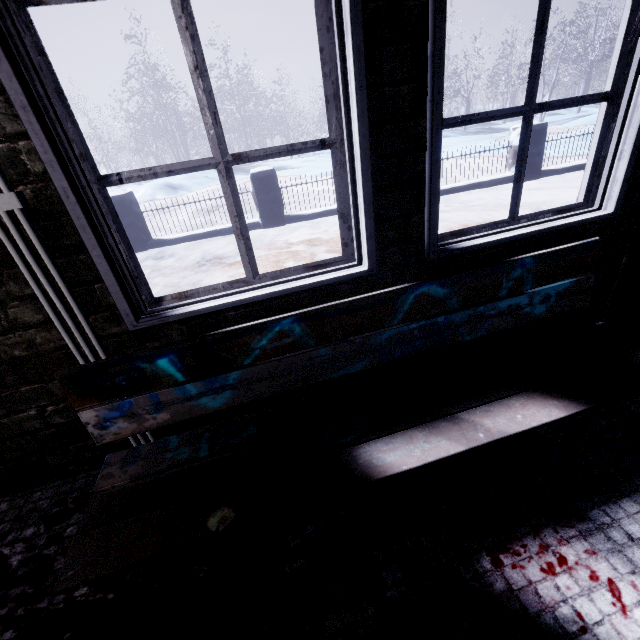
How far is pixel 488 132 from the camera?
19.1 meters

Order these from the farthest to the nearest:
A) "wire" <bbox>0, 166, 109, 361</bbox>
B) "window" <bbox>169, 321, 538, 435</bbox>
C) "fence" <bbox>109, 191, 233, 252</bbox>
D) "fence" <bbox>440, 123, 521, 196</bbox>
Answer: "fence" <bbox>440, 123, 521, 196</bbox>
"fence" <bbox>109, 191, 233, 252</bbox>
"window" <bbox>169, 321, 538, 435</bbox>
"wire" <bbox>0, 166, 109, 361</bbox>

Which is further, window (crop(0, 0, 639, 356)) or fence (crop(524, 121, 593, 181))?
fence (crop(524, 121, 593, 181))

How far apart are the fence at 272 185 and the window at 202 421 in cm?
400

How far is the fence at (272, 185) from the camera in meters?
5.2 m

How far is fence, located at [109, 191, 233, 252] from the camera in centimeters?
512cm

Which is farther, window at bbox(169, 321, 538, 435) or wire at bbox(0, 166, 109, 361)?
window at bbox(169, 321, 538, 435)
